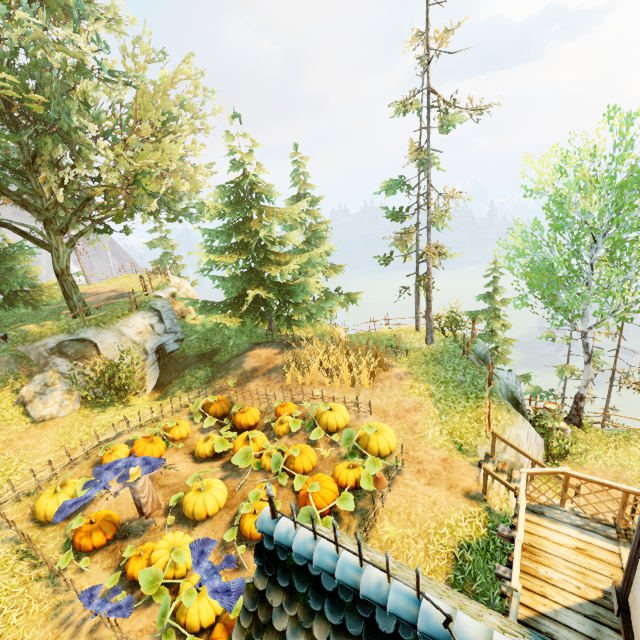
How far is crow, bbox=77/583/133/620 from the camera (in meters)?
6.29

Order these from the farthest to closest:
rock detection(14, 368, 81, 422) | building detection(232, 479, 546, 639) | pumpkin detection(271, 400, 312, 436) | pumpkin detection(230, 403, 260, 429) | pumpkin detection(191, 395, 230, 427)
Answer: pumpkin detection(191, 395, 230, 427), pumpkin detection(230, 403, 260, 429), rock detection(14, 368, 81, 422), pumpkin detection(271, 400, 312, 436), building detection(232, 479, 546, 639)

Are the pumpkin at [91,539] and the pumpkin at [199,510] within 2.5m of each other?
yes

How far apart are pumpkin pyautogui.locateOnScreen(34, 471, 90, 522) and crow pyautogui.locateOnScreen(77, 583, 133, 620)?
3.3m

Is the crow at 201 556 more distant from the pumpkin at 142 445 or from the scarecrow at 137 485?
the pumpkin at 142 445

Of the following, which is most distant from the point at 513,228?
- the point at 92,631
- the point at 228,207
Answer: the point at 92,631

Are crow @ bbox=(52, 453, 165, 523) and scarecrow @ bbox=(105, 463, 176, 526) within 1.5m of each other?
yes

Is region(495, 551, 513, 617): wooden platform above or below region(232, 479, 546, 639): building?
below
